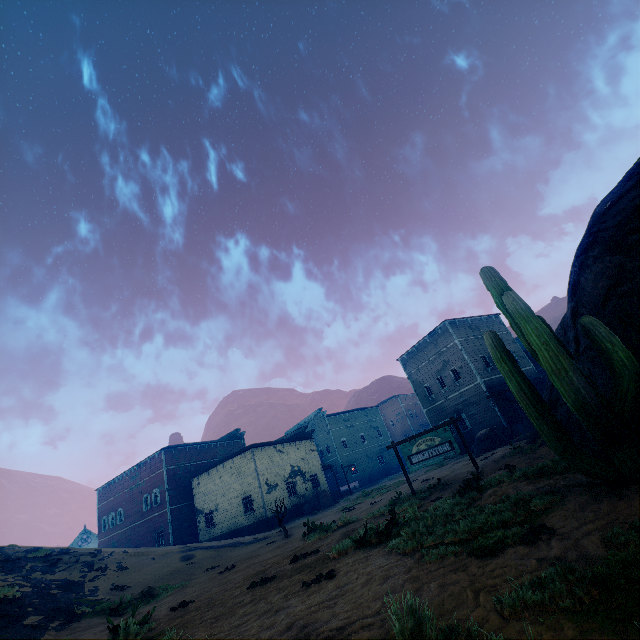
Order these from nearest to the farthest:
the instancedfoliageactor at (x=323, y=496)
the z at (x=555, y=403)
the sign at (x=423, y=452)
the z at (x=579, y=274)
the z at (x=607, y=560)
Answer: the z at (x=607, y=560) < the z at (x=579, y=274) < the z at (x=555, y=403) < the sign at (x=423, y=452) < the instancedfoliageactor at (x=323, y=496)

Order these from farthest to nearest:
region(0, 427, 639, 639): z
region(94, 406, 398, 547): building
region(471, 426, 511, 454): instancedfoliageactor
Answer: region(94, 406, 398, 547): building < region(471, 426, 511, 454): instancedfoliageactor < region(0, 427, 639, 639): z

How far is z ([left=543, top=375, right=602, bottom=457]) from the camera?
7.21m

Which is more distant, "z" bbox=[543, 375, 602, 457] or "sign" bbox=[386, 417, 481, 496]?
"sign" bbox=[386, 417, 481, 496]

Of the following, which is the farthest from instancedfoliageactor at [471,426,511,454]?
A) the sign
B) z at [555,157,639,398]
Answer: the sign

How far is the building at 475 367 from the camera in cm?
2686

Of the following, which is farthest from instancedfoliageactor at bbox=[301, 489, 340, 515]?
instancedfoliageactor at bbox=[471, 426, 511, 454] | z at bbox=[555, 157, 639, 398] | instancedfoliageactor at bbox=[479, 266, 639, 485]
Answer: instancedfoliageactor at bbox=[479, 266, 639, 485]

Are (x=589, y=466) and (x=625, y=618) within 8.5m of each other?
yes
